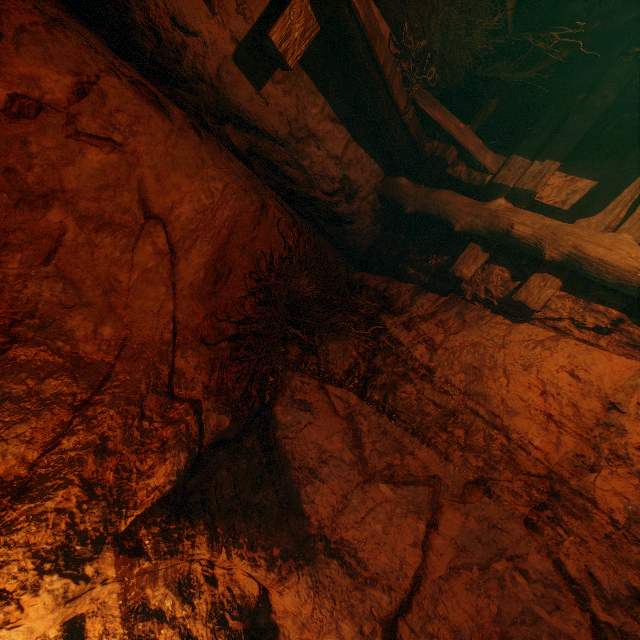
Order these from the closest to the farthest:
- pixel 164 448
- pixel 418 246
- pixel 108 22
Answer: pixel 108 22, pixel 164 448, pixel 418 246
